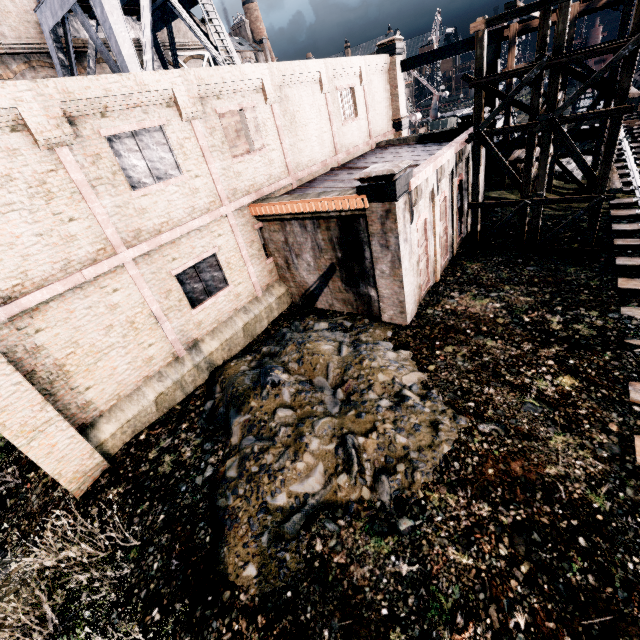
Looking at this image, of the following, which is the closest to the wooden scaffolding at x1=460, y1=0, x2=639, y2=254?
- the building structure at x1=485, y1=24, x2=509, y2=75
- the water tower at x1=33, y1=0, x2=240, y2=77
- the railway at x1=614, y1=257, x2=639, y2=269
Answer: the building structure at x1=485, y1=24, x2=509, y2=75

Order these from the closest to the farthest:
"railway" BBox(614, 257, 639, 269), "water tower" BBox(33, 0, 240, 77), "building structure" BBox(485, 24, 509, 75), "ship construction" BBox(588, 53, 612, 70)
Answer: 1. "railway" BBox(614, 257, 639, 269)
2. "water tower" BBox(33, 0, 240, 77)
3. "building structure" BBox(485, 24, 509, 75)
4. "ship construction" BBox(588, 53, 612, 70)

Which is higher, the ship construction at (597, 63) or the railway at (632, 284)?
the ship construction at (597, 63)

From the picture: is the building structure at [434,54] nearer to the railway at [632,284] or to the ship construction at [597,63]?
the railway at [632,284]

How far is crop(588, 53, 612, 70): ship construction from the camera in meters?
51.0 m

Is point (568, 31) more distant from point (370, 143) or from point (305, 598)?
point (305, 598)

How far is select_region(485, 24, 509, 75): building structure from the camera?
18.77m

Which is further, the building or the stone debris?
the building
